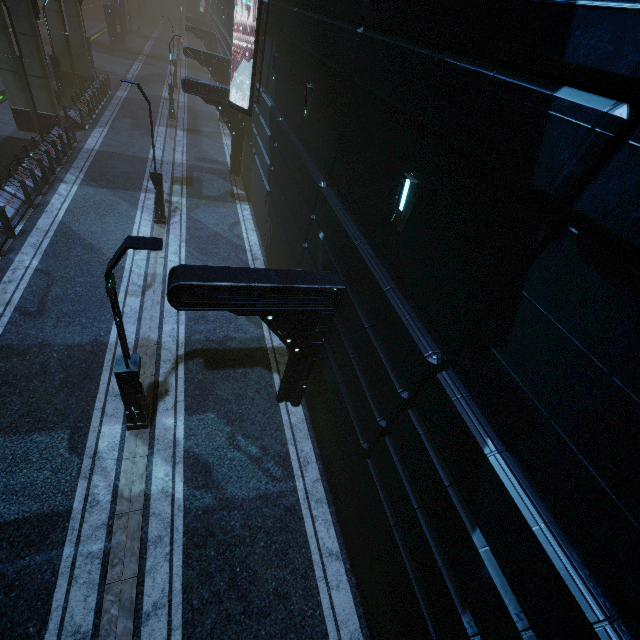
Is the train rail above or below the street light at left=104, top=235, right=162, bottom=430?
below

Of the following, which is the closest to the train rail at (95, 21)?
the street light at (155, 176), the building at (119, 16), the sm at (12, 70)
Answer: the building at (119, 16)

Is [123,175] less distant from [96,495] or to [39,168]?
[39,168]

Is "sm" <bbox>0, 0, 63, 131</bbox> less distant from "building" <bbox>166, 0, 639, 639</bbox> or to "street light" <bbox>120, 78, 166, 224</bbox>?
"building" <bbox>166, 0, 639, 639</bbox>

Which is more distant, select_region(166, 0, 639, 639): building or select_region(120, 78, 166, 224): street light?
select_region(120, 78, 166, 224): street light

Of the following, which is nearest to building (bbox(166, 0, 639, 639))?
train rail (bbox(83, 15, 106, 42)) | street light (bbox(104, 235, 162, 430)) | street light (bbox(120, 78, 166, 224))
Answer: train rail (bbox(83, 15, 106, 42))

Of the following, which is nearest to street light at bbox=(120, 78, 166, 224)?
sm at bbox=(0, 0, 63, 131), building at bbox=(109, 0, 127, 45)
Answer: building at bbox=(109, 0, 127, 45)

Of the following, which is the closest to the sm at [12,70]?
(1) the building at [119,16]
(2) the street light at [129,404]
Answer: (1) the building at [119,16]
